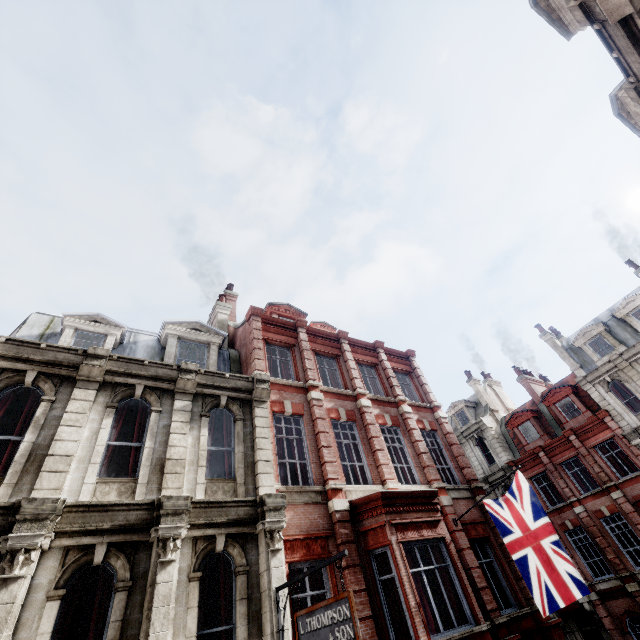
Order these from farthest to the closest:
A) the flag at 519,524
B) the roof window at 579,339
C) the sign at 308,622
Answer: the roof window at 579,339 < the flag at 519,524 < the sign at 308,622

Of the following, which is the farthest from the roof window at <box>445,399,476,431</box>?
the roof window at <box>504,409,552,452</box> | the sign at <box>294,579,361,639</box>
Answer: the sign at <box>294,579,361,639</box>

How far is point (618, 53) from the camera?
6.3m

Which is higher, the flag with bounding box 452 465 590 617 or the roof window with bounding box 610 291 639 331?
the roof window with bounding box 610 291 639 331

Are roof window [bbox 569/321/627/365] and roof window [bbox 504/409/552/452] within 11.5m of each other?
yes

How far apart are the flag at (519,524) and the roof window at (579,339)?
18.2m

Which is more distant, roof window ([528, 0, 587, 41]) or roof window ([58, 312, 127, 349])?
roof window ([58, 312, 127, 349])

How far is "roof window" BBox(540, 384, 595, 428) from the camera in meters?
23.1
